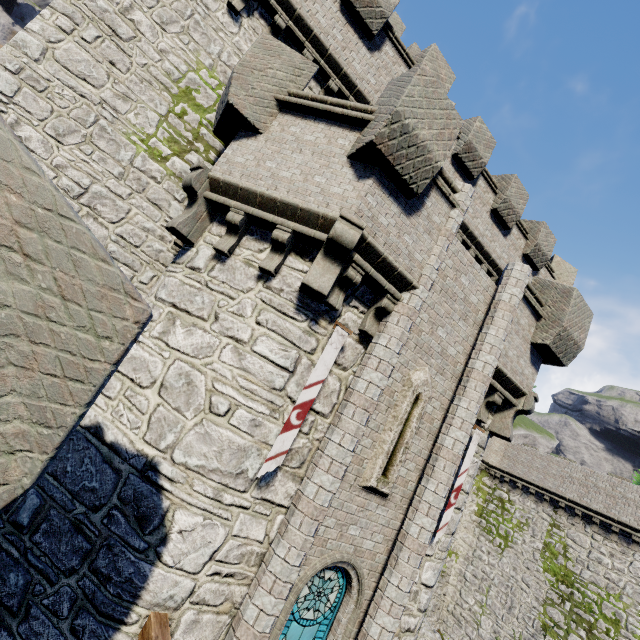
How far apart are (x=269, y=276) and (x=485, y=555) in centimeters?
3083cm

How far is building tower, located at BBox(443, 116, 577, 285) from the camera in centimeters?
1206cm

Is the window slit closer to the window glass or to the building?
the window glass

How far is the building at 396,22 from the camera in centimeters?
2336cm

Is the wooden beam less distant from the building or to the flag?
the flag

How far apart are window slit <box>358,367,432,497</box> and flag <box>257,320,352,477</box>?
1.86m

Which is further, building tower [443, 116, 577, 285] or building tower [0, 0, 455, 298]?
building tower [443, 116, 577, 285]

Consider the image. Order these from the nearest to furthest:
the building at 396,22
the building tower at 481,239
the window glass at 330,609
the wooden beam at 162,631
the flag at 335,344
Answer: the wooden beam at 162,631 < the flag at 335,344 < the window glass at 330,609 < the building tower at 481,239 < the building at 396,22
